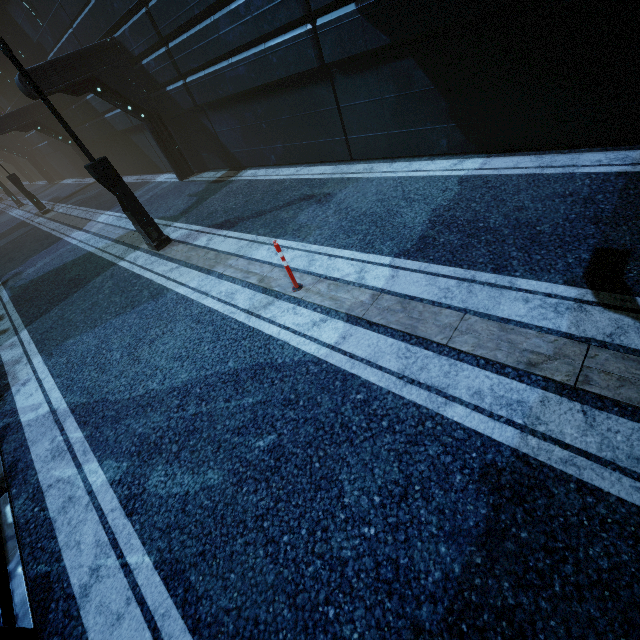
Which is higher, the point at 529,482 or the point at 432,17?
the point at 432,17

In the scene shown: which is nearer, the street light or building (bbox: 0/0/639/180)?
building (bbox: 0/0/639/180)

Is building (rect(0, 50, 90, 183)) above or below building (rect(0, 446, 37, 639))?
above

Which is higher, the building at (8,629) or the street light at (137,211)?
the street light at (137,211)

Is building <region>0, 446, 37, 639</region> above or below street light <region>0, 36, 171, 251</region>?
below

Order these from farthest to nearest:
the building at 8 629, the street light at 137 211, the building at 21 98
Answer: the building at 21 98
the street light at 137 211
the building at 8 629

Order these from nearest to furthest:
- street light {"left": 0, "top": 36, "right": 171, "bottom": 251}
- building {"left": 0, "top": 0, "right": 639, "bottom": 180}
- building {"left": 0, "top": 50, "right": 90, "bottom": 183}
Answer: building {"left": 0, "top": 0, "right": 639, "bottom": 180} < street light {"left": 0, "top": 36, "right": 171, "bottom": 251} < building {"left": 0, "top": 50, "right": 90, "bottom": 183}
